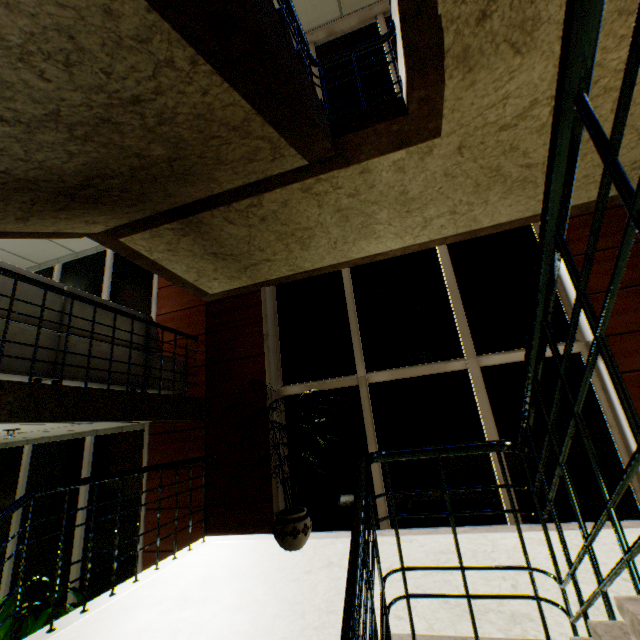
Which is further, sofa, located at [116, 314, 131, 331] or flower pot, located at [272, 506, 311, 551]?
sofa, located at [116, 314, 131, 331]

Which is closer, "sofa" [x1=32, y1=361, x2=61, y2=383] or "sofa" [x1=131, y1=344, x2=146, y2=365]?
"sofa" [x1=32, y1=361, x2=61, y2=383]

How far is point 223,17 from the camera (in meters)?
0.95

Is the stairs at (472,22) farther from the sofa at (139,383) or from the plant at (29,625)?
the plant at (29,625)

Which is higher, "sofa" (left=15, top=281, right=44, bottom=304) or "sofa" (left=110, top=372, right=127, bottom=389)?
"sofa" (left=15, top=281, right=44, bottom=304)

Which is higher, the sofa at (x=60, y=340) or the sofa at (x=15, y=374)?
the sofa at (x=60, y=340)

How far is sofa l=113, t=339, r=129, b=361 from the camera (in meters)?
3.69
